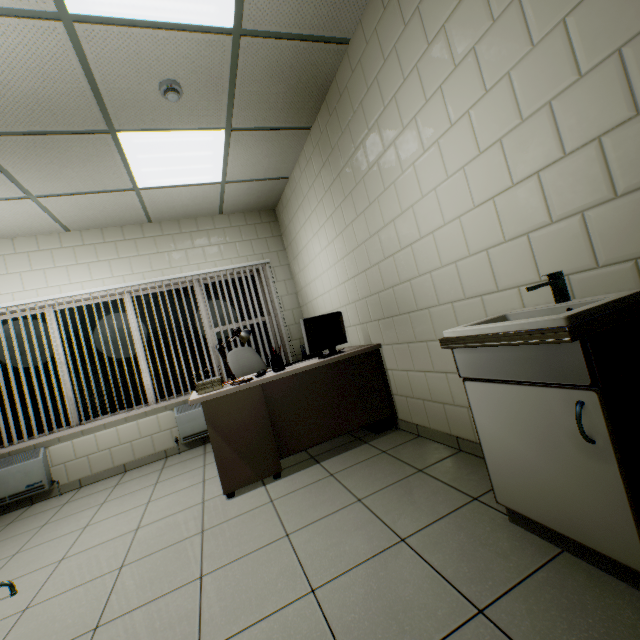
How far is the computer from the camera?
3.2 meters

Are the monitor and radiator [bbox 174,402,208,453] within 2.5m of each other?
yes

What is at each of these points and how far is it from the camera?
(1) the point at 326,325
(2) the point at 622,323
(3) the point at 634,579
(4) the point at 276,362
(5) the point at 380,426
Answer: (1) monitor, 3.1 meters
(2) sink, 1.1 meters
(3) sink, 1.1 meters
(4) stationery set, 3.0 meters
(5) computer, 3.2 meters

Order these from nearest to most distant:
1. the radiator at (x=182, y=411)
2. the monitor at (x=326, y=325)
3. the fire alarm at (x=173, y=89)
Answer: the fire alarm at (x=173, y=89) < the monitor at (x=326, y=325) < the radiator at (x=182, y=411)

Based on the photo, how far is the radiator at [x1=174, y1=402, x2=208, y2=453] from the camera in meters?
4.4

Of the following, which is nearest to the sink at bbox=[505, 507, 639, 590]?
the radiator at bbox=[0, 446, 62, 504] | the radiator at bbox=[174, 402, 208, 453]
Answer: the radiator at bbox=[174, 402, 208, 453]

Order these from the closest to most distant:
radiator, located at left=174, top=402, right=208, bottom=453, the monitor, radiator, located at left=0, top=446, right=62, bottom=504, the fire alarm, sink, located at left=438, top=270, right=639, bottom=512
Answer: sink, located at left=438, top=270, right=639, bottom=512, the fire alarm, the monitor, radiator, located at left=0, top=446, right=62, bottom=504, radiator, located at left=174, top=402, right=208, bottom=453

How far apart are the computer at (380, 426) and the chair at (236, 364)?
1.17m
